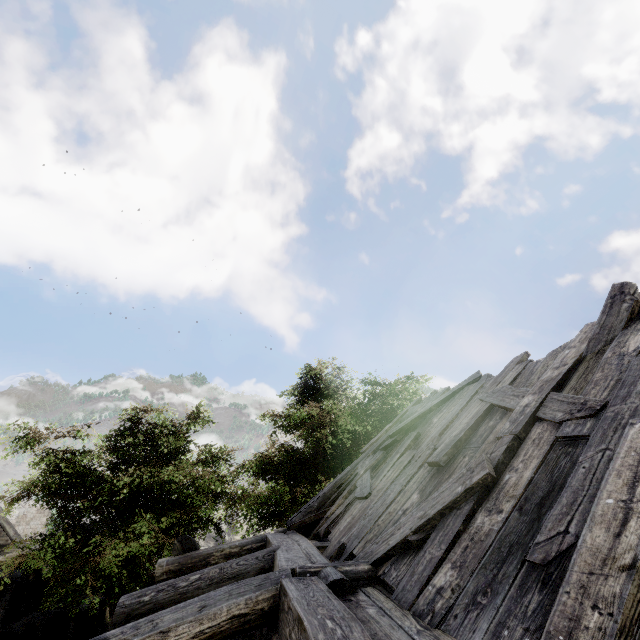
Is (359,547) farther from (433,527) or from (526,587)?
(526,587)

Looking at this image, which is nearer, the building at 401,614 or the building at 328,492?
the building at 401,614

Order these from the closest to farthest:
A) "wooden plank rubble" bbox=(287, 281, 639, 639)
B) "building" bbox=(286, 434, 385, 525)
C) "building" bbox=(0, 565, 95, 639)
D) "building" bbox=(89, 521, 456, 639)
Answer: "wooden plank rubble" bbox=(287, 281, 639, 639) < "building" bbox=(89, 521, 456, 639) < "building" bbox=(286, 434, 385, 525) < "building" bbox=(0, 565, 95, 639)

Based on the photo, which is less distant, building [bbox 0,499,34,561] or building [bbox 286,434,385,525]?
building [bbox 286,434,385,525]

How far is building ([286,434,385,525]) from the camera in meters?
7.6 m

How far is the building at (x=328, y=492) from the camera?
7.62m

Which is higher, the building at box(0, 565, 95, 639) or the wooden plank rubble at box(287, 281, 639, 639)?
the wooden plank rubble at box(287, 281, 639, 639)

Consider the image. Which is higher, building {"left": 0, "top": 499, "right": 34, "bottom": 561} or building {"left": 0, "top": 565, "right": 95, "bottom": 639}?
building {"left": 0, "top": 499, "right": 34, "bottom": 561}
